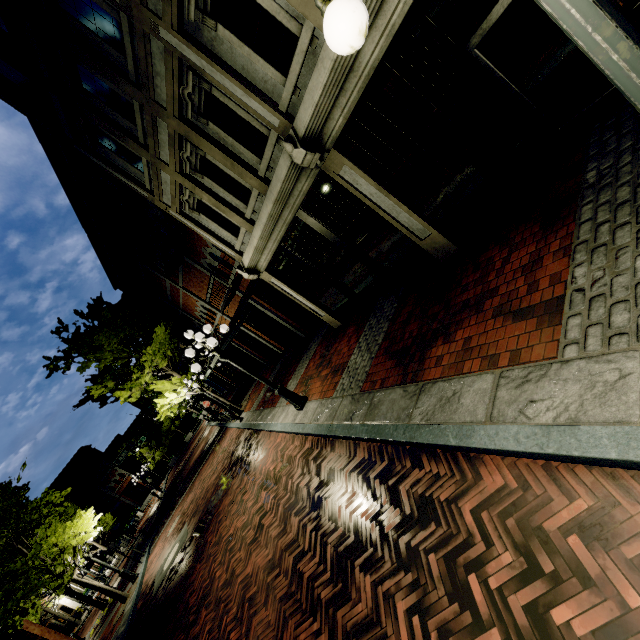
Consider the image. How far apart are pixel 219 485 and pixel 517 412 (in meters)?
12.86

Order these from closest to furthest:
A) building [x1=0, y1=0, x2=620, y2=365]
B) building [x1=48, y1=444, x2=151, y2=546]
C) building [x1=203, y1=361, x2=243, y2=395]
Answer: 1. building [x1=0, y1=0, x2=620, y2=365]
2. building [x1=203, y1=361, x2=243, y2=395]
3. building [x1=48, y1=444, x2=151, y2=546]

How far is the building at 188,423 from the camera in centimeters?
5550cm

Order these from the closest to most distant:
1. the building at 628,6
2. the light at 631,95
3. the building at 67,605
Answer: the light at 631,95
the building at 628,6
the building at 67,605

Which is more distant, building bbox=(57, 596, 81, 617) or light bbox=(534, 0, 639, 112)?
building bbox=(57, 596, 81, 617)

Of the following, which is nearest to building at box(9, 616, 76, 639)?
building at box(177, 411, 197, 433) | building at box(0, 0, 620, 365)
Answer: building at box(0, 0, 620, 365)

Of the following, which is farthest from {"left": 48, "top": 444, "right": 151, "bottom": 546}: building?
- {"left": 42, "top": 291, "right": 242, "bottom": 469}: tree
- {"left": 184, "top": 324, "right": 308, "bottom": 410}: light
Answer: {"left": 184, "top": 324, "right": 308, "bottom": 410}: light

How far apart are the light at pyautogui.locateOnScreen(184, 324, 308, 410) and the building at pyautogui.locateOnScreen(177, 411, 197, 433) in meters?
53.8
